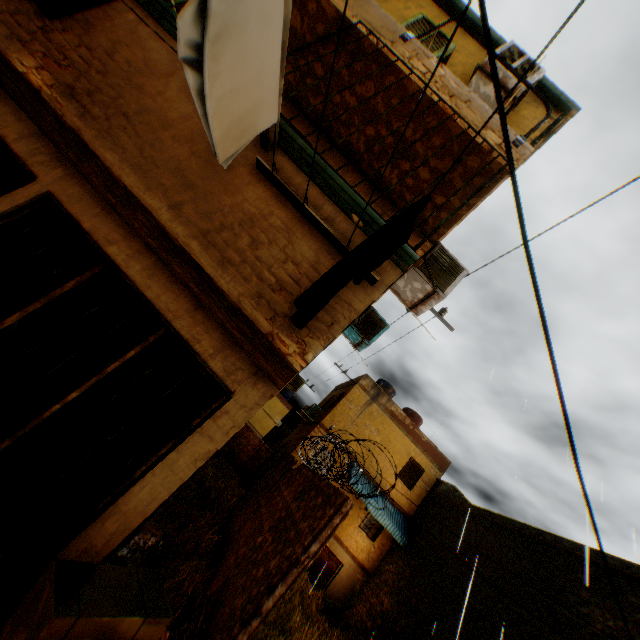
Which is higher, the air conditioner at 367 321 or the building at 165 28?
the air conditioner at 367 321

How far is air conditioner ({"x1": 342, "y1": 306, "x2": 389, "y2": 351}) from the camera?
7.9m

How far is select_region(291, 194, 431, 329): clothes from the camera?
1.4 meters

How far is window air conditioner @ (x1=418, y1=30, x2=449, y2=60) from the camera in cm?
477

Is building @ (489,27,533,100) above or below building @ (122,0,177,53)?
above

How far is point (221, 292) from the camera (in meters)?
2.39

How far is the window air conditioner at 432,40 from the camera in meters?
4.8
